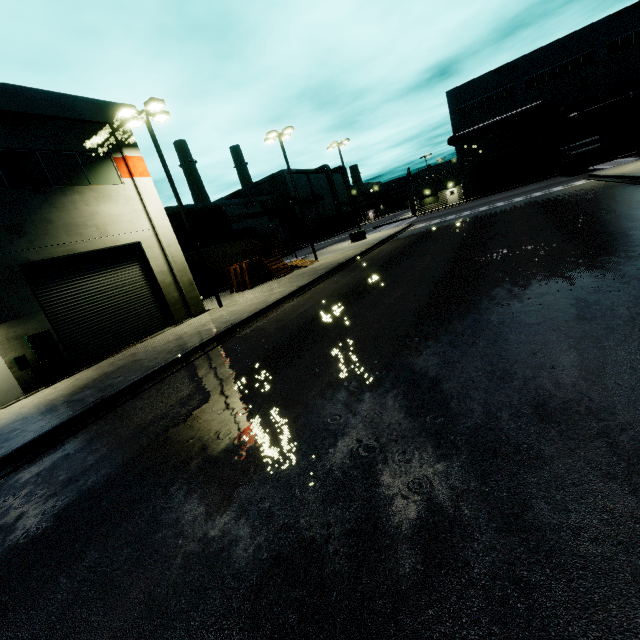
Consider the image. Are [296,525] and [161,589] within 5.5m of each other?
yes

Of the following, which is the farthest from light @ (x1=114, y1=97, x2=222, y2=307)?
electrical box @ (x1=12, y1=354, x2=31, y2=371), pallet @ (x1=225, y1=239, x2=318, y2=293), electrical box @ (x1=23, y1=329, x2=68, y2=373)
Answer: electrical box @ (x1=12, y1=354, x2=31, y2=371)

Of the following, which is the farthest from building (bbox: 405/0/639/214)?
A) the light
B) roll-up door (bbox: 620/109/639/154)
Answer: the light

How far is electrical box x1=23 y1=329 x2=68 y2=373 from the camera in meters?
11.9

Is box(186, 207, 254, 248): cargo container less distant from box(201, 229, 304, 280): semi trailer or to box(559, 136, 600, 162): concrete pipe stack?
box(201, 229, 304, 280): semi trailer

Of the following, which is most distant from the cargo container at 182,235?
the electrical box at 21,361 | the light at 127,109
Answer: the electrical box at 21,361

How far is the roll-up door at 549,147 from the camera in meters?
40.6 m

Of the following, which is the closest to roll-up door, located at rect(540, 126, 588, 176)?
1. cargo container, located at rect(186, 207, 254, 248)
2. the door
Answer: cargo container, located at rect(186, 207, 254, 248)
